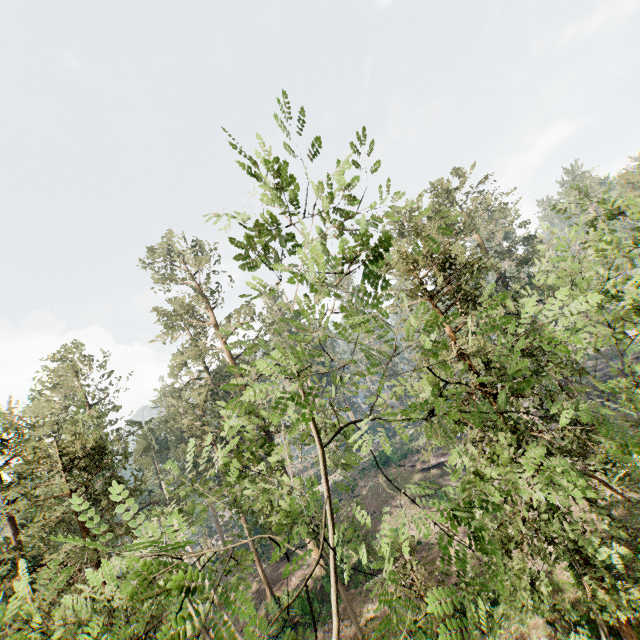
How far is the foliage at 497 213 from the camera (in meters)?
33.17

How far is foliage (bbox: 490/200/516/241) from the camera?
33.2m

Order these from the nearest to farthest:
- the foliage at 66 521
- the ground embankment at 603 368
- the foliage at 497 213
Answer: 1. the foliage at 66 521
2. the foliage at 497 213
3. the ground embankment at 603 368

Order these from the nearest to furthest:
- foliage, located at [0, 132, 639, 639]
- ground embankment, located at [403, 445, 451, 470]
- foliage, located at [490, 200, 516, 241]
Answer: foliage, located at [0, 132, 639, 639] < foliage, located at [490, 200, 516, 241] < ground embankment, located at [403, 445, 451, 470]

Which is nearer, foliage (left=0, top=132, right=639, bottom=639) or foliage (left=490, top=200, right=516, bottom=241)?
foliage (left=0, top=132, right=639, bottom=639)

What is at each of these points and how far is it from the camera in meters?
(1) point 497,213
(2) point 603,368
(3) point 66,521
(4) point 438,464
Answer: (1) foliage, 59.8
(2) ground embankment, 43.4
(3) foliage, 17.9
(4) ground embankment, 39.2

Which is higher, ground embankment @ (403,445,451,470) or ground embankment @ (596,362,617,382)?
ground embankment @ (596,362,617,382)

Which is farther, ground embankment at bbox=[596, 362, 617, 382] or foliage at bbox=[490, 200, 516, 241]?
ground embankment at bbox=[596, 362, 617, 382]
